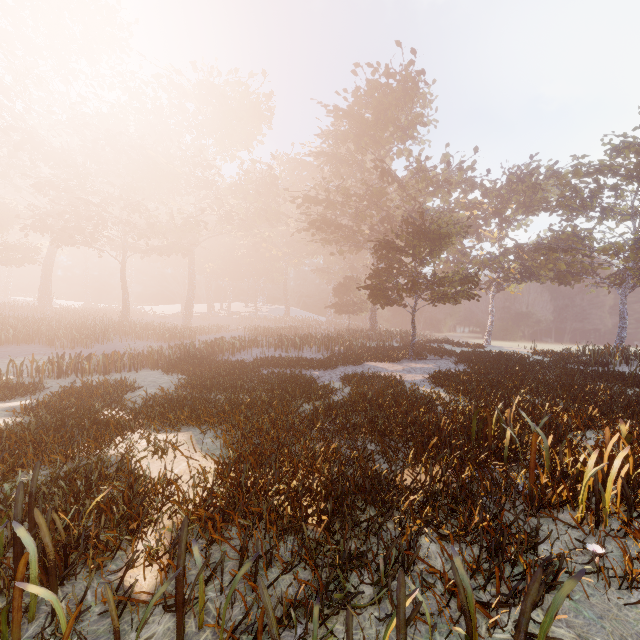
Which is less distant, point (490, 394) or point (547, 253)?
point (490, 394)
